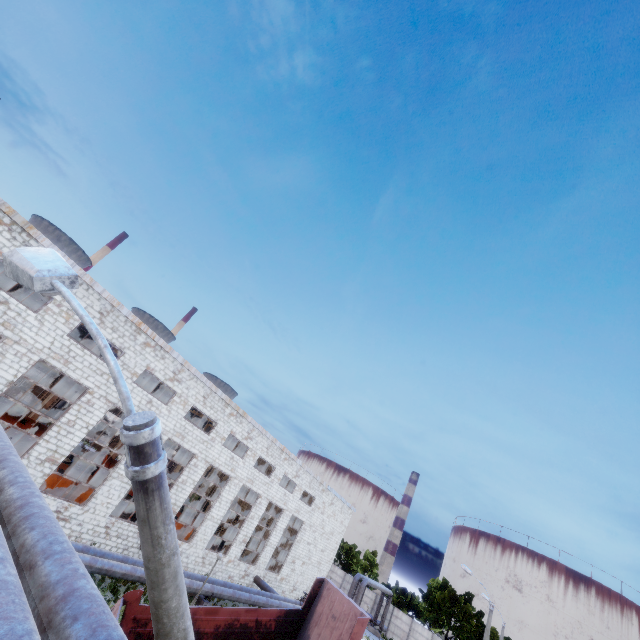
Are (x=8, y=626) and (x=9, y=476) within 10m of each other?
yes

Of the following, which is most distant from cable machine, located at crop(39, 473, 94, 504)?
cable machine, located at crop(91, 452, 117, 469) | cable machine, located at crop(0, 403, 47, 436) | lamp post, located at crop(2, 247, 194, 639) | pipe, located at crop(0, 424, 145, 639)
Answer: lamp post, located at crop(2, 247, 194, 639)

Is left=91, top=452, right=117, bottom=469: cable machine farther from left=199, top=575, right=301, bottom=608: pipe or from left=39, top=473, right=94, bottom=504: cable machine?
left=199, top=575, right=301, bottom=608: pipe

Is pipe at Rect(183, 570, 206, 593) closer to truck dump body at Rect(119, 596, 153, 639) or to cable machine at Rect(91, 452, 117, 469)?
truck dump body at Rect(119, 596, 153, 639)

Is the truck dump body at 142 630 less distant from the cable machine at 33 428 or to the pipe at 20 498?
the pipe at 20 498

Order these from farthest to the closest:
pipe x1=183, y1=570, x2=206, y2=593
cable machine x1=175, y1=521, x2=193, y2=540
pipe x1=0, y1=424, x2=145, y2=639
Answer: cable machine x1=175, y1=521, x2=193, y2=540, pipe x1=183, y1=570, x2=206, y2=593, pipe x1=0, y1=424, x2=145, y2=639

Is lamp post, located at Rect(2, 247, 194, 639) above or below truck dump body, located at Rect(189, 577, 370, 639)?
above

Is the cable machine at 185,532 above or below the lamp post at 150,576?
below
